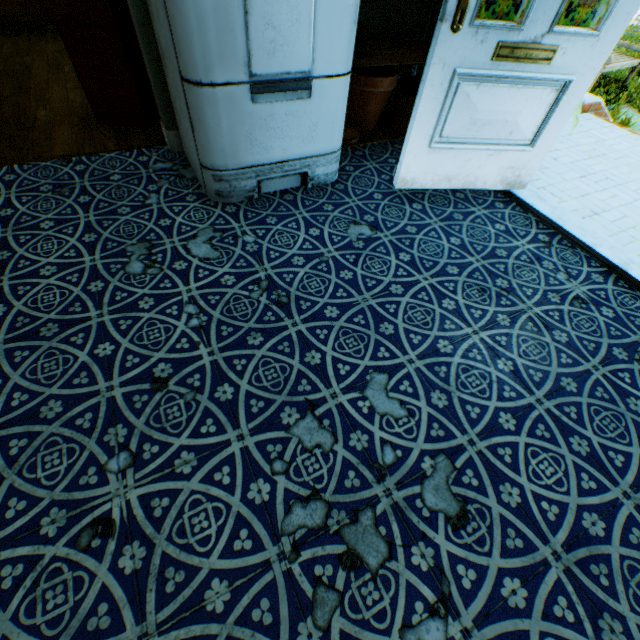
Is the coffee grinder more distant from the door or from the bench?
the bench

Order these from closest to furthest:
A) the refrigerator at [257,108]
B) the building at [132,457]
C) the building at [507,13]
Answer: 1. the building at [132,457]
2. the refrigerator at [257,108]
3. the building at [507,13]

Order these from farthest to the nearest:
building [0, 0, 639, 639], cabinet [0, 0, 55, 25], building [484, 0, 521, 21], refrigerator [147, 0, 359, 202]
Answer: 1. cabinet [0, 0, 55, 25]
2. building [484, 0, 521, 21]
3. refrigerator [147, 0, 359, 202]
4. building [0, 0, 639, 639]

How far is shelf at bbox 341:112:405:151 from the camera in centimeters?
275cm

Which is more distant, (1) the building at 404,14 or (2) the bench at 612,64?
(2) the bench at 612,64

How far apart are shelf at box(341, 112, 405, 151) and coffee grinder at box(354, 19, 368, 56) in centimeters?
18cm

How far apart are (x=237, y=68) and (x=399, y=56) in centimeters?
146cm

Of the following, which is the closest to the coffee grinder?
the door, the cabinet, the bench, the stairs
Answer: the door
